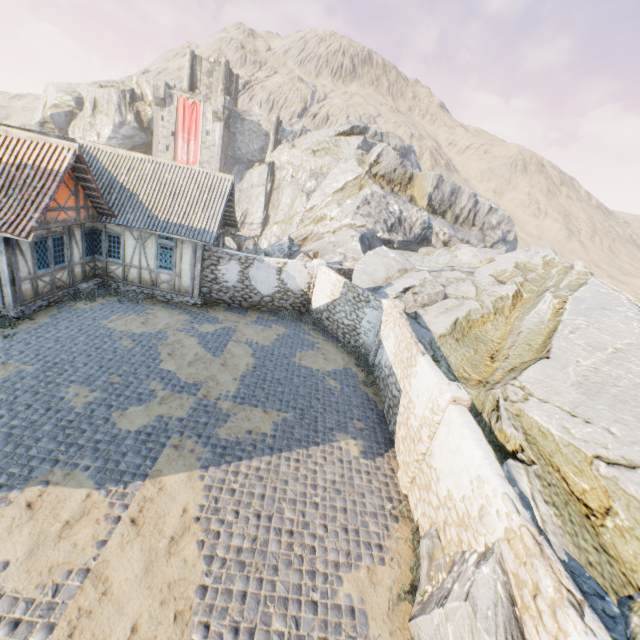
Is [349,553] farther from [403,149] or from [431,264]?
[403,149]

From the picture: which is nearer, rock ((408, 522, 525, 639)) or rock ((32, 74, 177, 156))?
rock ((408, 522, 525, 639))

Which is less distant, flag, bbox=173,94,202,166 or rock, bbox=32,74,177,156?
flag, bbox=173,94,202,166

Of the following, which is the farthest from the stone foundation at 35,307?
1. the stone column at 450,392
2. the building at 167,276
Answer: the stone column at 450,392

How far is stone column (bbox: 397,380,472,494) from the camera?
7.4m

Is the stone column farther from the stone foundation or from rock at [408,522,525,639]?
the stone foundation

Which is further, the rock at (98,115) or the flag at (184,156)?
the rock at (98,115)

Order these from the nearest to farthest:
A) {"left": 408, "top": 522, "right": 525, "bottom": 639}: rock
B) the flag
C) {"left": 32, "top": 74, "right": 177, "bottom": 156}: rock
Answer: {"left": 408, "top": 522, "right": 525, "bottom": 639}: rock, the flag, {"left": 32, "top": 74, "right": 177, "bottom": 156}: rock
